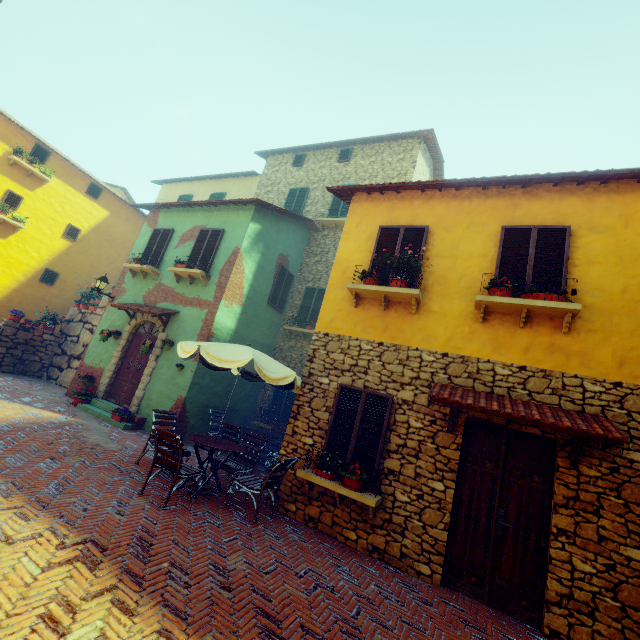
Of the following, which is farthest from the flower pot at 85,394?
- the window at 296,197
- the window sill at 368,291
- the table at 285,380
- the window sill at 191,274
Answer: the window at 296,197

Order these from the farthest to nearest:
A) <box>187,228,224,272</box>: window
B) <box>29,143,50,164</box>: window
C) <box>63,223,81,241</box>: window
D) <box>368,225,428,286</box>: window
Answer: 1. <box>63,223,81,241</box>: window
2. <box>29,143,50,164</box>: window
3. <box>187,228,224,272</box>: window
4. <box>368,225,428,286</box>: window

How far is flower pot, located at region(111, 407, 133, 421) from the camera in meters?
9.1

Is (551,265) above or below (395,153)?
below

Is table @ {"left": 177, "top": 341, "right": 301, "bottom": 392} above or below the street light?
below

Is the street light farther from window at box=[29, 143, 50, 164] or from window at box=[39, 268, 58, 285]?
window at box=[39, 268, 58, 285]

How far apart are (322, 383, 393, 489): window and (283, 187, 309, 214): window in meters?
10.0 m

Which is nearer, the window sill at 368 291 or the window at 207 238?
the window sill at 368 291
